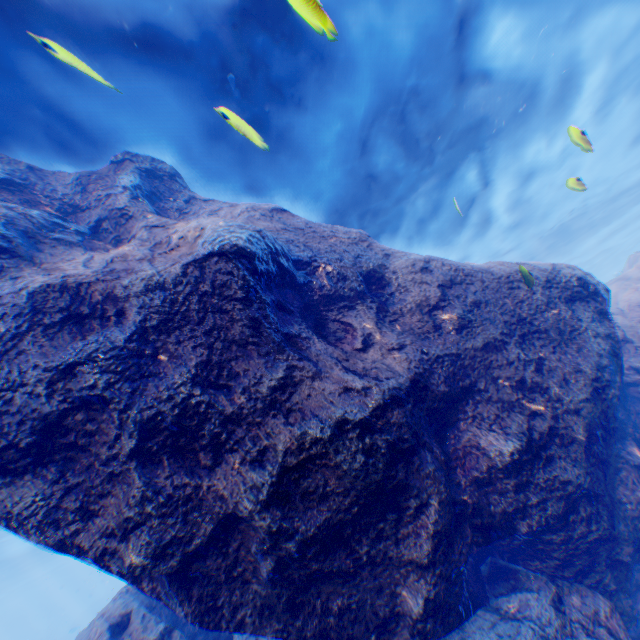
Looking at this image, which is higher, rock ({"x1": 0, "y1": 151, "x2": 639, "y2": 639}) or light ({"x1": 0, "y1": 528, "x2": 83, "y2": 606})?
light ({"x1": 0, "y1": 528, "x2": 83, "y2": 606})

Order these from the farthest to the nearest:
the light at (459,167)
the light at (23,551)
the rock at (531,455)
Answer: the light at (23,551), the light at (459,167), the rock at (531,455)

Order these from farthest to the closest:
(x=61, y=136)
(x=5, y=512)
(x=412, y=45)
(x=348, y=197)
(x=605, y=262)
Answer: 1. (x=605, y=262)
2. (x=348, y=197)
3. (x=412, y=45)
4. (x=61, y=136)
5. (x=5, y=512)

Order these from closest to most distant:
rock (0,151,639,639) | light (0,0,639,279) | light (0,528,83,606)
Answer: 1. rock (0,151,639,639)
2. light (0,0,639,279)
3. light (0,528,83,606)

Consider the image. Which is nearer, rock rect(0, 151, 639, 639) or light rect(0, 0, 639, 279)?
rock rect(0, 151, 639, 639)

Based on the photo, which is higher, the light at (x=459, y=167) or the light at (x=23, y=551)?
the light at (x=23, y=551)

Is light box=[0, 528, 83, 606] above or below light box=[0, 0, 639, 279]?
above
